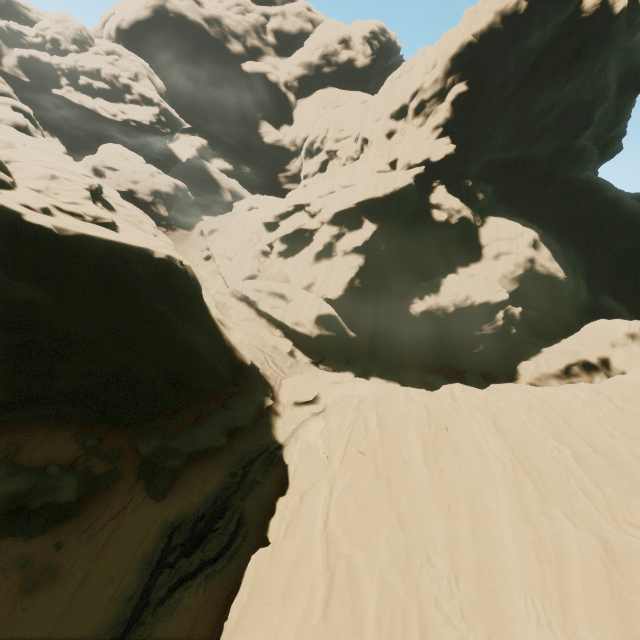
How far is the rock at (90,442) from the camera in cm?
1568

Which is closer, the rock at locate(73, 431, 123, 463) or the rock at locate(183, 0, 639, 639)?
the rock at locate(183, 0, 639, 639)

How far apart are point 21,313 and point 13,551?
9.6m

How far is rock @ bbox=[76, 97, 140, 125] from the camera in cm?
5891

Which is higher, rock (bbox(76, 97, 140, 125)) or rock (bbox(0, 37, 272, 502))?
rock (bbox(76, 97, 140, 125))

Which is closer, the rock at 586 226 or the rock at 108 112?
the rock at 586 226

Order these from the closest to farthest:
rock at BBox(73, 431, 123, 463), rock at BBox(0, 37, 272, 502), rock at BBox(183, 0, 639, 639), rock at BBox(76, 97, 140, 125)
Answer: rock at BBox(183, 0, 639, 639), rock at BBox(0, 37, 272, 502), rock at BBox(73, 431, 123, 463), rock at BBox(76, 97, 140, 125)
